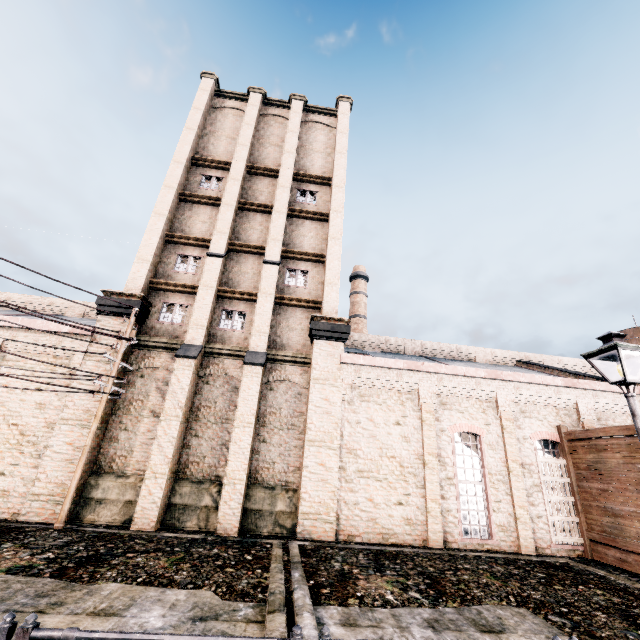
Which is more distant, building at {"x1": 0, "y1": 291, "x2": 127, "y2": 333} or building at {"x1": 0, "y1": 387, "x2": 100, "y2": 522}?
building at {"x1": 0, "y1": 291, "x2": 127, "y2": 333}

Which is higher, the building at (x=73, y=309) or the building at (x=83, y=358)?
the building at (x=73, y=309)

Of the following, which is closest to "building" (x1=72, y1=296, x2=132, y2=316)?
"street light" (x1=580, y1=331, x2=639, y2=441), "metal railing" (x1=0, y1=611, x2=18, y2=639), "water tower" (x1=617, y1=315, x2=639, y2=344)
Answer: "water tower" (x1=617, y1=315, x2=639, y2=344)

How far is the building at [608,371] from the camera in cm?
1964

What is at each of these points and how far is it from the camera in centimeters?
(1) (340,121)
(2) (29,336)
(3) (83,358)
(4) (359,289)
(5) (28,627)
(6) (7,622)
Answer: (1) building, 2436cm
(2) building, 1520cm
(3) building, 1514cm
(4) chimney, 4816cm
(5) metal railing, 317cm
(6) metal railing, 319cm

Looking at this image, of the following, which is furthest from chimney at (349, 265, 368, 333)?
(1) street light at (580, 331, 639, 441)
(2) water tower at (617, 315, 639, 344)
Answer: (1) street light at (580, 331, 639, 441)

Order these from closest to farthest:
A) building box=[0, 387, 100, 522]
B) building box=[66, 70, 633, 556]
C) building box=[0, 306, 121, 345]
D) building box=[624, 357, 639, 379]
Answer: building box=[0, 387, 100, 522], building box=[66, 70, 633, 556], building box=[0, 306, 121, 345], building box=[624, 357, 639, 379]

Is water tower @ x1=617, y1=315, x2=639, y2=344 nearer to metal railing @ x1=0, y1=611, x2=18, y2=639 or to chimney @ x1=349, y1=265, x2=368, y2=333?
chimney @ x1=349, y1=265, x2=368, y2=333
